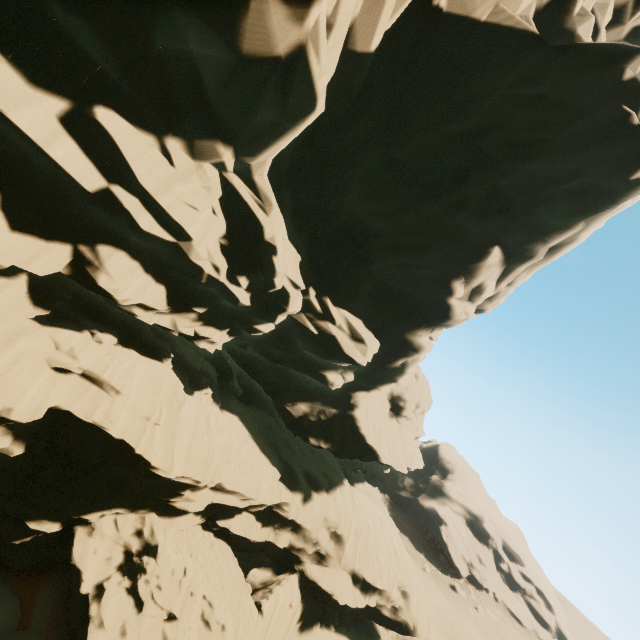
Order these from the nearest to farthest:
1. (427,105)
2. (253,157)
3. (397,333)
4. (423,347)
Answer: (253,157), (427,105), (397,333), (423,347)

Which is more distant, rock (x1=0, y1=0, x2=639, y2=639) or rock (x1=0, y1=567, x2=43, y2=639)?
rock (x1=0, y1=567, x2=43, y2=639)

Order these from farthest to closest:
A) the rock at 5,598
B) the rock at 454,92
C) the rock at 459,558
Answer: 1. the rock at 459,558
2. the rock at 5,598
3. the rock at 454,92

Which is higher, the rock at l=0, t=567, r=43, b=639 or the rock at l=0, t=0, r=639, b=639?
the rock at l=0, t=0, r=639, b=639

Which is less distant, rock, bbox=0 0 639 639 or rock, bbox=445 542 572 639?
rock, bbox=0 0 639 639

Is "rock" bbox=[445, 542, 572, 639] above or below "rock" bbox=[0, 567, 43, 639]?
above

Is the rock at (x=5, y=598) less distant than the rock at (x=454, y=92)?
No

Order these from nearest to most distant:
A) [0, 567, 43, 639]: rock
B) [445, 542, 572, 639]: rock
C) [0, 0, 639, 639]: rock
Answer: [0, 0, 639, 639]: rock → [0, 567, 43, 639]: rock → [445, 542, 572, 639]: rock
